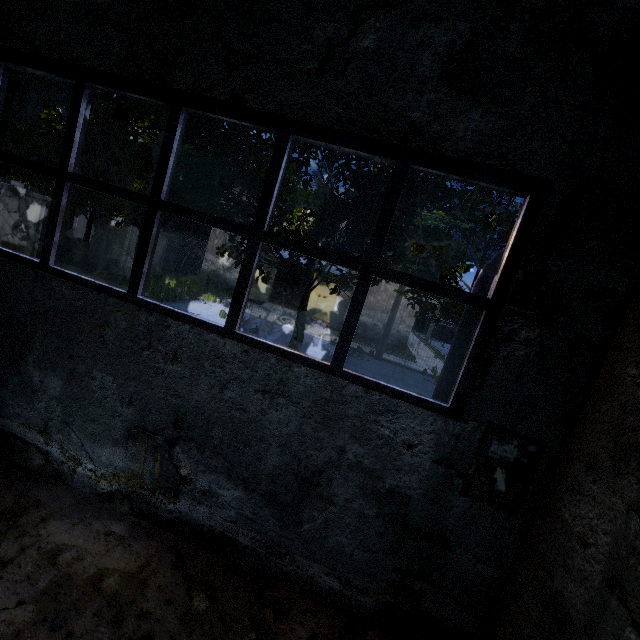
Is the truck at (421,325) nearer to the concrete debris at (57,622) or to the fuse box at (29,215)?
the fuse box at (29,215)

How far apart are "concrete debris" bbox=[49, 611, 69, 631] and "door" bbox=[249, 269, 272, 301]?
23.09m

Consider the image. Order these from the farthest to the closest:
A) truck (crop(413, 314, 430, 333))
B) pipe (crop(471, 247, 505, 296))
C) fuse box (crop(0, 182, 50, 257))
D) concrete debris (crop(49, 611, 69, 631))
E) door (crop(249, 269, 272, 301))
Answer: truck (crop(413, 314, 430, 333)), door (crop(249, 269, 272, 301)), fuse box (crop(0, 182, 50, 257)), pipe (crop(471, 247, 505, 296)), concrete debris (crop(49, 611, 69, 631))

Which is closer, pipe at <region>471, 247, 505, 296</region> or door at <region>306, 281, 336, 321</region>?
pipe at <region>471, 247, 505, 296</region>

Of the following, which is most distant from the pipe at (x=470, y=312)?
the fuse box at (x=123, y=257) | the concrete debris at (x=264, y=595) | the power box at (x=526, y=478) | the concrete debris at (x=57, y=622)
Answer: the fuse box at (x=123, y=257)

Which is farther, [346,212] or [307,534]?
[346,212]

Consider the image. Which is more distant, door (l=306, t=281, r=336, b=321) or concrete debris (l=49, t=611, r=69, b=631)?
door (l=306, t=281, r=336, b=321)

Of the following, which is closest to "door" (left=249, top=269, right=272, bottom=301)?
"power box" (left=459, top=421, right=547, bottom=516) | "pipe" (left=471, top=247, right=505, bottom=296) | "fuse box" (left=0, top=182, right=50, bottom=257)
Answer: "fuse box" (left=0, top=182, right=50, bottom=257)
